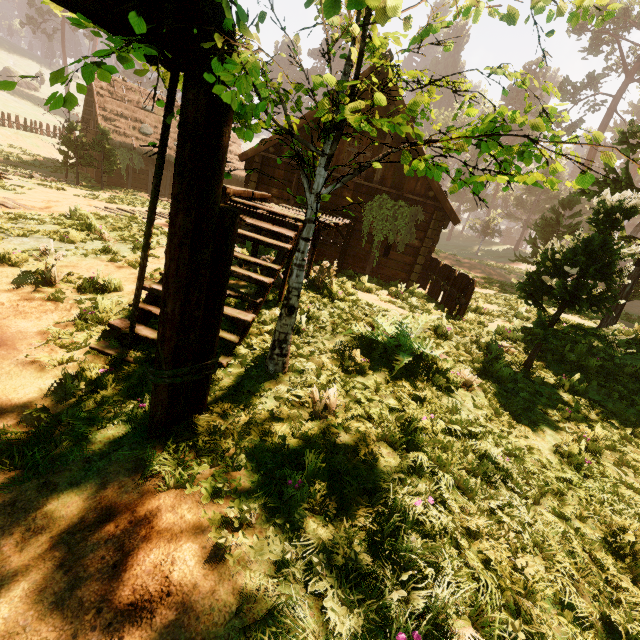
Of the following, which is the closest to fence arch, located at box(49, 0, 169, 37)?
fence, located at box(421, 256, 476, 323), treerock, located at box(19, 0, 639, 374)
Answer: treerock, located at box(19, 0, 639, 374)

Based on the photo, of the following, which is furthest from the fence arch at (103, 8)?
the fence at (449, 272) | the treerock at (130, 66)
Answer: the fence at (449, 272)

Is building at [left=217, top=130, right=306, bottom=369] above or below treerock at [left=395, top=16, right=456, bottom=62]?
below

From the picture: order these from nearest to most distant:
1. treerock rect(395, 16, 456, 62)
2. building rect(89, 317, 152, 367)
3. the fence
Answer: treerock rect(395, 16, 456, 62) < building rect(89, 317, 152, 367) < the fence

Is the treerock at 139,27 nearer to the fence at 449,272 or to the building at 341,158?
the building at 341,158

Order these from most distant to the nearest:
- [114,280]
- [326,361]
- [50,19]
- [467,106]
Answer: [50,19], [114,280], [326,361], [467,106]

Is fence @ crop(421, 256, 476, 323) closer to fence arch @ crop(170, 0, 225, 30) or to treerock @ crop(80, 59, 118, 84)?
treerock @ crop(80, 59, 118, 84)

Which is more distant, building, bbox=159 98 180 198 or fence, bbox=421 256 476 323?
building, bbox=159 98 180 198
